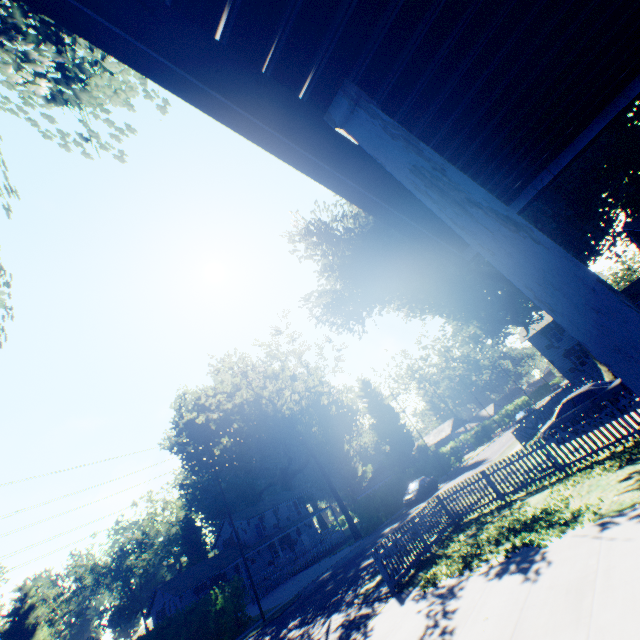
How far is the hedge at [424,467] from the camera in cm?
3094

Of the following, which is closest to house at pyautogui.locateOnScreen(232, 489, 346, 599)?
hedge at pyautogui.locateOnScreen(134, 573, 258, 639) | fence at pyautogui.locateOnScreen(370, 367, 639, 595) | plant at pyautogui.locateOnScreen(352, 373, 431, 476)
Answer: plant at pyautogui.locateOnScreen(352, 373, 431, 476)

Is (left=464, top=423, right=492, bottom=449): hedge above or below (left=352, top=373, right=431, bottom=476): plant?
below

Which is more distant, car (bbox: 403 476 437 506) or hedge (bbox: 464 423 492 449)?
hedge (bbox: 464 423 492 449)

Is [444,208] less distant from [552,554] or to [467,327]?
[552,554]

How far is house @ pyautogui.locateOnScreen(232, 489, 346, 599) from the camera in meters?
37.9

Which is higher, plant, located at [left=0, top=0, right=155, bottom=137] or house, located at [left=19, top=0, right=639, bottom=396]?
plant, located at [left=0, top=0, right=155, bottom=137]

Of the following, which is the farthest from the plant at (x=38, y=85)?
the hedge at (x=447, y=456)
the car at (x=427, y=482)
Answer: the car at (x=427, y=482)
